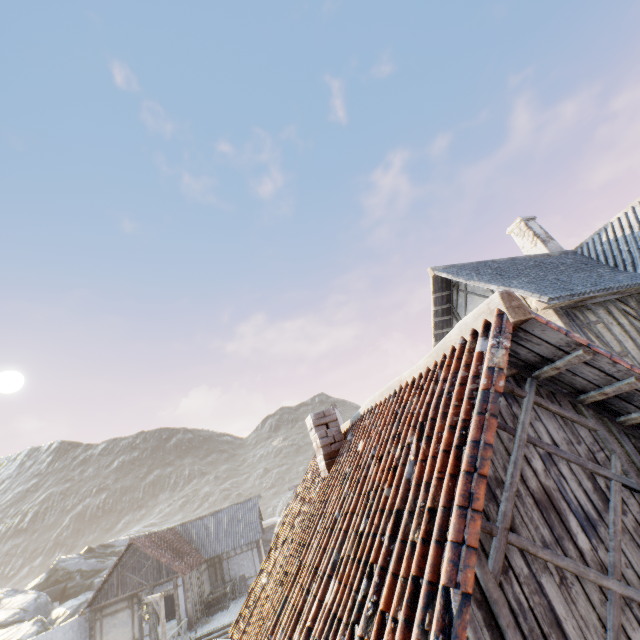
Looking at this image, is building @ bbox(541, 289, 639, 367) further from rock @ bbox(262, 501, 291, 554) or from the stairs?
rock @ bbox(262, 501, 291, 554)

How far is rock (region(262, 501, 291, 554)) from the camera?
36.0 meters

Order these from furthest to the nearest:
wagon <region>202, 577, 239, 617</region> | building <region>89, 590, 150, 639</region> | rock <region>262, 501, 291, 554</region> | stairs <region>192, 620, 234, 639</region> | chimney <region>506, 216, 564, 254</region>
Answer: rock <region>262, 501, 291, 554</region>, wagon <region>202, 577, 239, 617</region>, building <region>89, 590, 150, 639</region>, stairs <region>192, 620, 234, 639</region>, chimney <region>506, 216, 564, 254</region>

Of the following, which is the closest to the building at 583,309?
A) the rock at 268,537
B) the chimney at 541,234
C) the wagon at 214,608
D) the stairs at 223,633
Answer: the chimney at 541,234

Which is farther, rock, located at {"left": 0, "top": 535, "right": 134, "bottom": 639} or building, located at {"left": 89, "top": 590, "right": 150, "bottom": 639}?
rock, located at {"left": 0, "top": 535, "right": 134, "bottom": 639}

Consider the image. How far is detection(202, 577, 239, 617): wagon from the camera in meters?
21.1 m

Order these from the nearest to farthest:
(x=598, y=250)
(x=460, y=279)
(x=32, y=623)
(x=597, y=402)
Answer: (x=597, y=402) → (x=460, y=279) → (x=598, y=250) → (x=32, y=623)

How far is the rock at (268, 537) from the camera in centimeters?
3600cm
